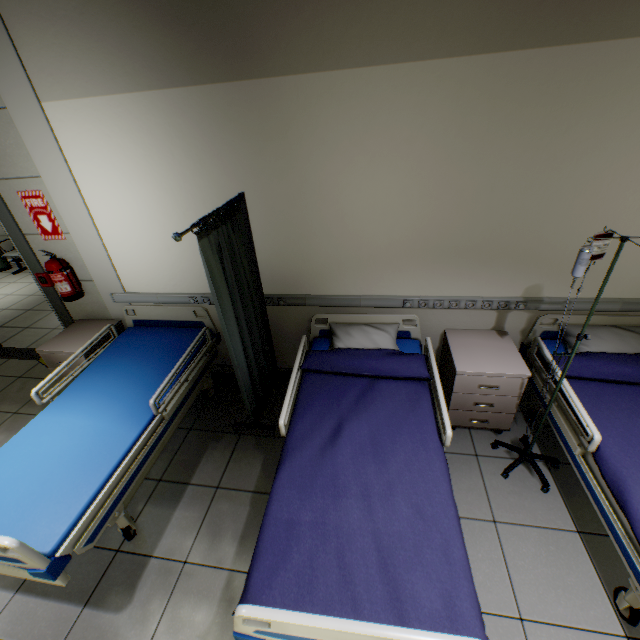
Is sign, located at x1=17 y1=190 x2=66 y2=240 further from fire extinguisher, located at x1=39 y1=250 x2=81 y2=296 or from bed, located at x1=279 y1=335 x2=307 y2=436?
bed, located at x1=279 y1=335 x2=307 y2=436

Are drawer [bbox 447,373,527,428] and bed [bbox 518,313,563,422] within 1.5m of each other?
yes

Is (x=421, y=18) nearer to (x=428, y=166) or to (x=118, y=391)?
(x=428, y=166)

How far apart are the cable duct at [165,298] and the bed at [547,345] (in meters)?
2.36

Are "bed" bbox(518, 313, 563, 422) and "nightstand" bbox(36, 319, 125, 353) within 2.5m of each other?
no

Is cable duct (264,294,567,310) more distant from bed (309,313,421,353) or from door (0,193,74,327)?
door (0,193,74,327)

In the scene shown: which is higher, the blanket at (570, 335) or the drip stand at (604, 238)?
the drip stand at (604, 238)

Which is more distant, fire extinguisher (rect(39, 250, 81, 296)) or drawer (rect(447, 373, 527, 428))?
→ fire extinguisher (rect(39, 250, 81, 296))
